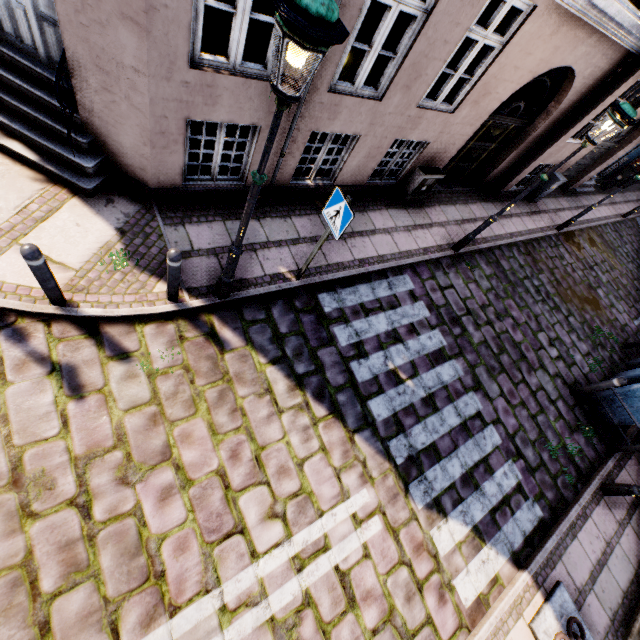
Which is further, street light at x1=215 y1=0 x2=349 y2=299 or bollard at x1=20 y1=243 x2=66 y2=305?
bollard at x1=20 y1=243 x2=66 y2=305

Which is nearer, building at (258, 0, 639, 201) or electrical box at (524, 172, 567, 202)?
building at (258, 0, 639, 201)

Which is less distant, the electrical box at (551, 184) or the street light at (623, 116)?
the street light at (623, 116)

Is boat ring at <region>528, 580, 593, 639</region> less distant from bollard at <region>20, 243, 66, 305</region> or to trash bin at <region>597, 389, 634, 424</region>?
trash bin at <region>597, 389, 634, 424</region>

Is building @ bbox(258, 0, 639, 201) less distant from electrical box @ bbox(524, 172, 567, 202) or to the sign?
electrical box @ bbox(524, 172, 567, 202)

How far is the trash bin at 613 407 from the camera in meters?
7.1

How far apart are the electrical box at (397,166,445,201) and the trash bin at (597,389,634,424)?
6.3 meters

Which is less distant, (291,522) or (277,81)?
(277,81)
